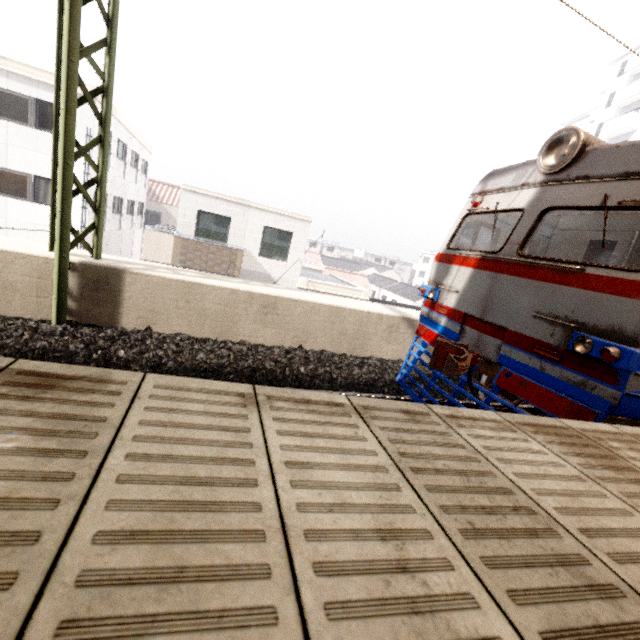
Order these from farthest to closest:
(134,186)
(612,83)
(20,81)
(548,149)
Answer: (612,83) < (134,186) < (20,81) < (548,149)

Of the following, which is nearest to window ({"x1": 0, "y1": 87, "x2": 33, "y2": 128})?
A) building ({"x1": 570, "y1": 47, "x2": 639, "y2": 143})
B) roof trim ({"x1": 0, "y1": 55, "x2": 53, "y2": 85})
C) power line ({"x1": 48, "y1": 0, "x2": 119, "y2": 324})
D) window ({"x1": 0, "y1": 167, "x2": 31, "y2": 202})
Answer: roof trim ({"x1": 0, "y1": 55, "x2": 53, "y2": 85})

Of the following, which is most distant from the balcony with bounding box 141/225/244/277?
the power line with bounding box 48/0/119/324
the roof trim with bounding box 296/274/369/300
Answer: the power line with bounding box 48/0/119/324

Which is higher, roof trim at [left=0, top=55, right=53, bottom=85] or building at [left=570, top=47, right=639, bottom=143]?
building at [left=570, top=47, right=639, bottom=143]

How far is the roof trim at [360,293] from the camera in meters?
16.6

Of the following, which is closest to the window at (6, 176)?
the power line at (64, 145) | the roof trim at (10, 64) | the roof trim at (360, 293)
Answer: the roof trim at (10, 64)

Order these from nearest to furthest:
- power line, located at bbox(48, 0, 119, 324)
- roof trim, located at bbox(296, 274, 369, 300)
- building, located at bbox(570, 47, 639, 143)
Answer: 1. power line, located at bbox(48, 0, 119, 324)
2. roof trim, located at bbox(296, 274, 369, 300)
3. building, located at bbox(570, 47, 639, 143)

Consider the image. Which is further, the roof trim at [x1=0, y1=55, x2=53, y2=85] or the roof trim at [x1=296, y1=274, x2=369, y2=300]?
the roof trim at [x1=296, y1=274, x2=369, y2=300]
